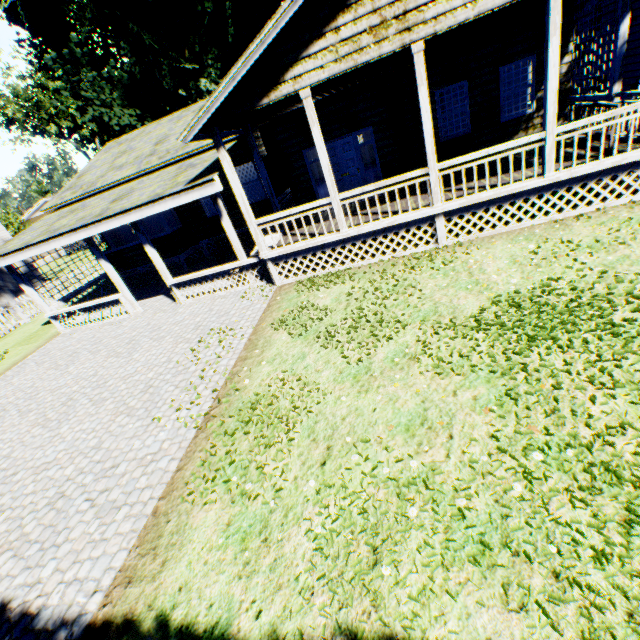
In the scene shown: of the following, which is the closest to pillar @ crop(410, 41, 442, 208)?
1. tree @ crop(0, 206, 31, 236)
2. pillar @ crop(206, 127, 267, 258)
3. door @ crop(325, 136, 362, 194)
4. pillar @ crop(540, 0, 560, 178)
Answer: pillar @ crop(540, 0, 560, 178)

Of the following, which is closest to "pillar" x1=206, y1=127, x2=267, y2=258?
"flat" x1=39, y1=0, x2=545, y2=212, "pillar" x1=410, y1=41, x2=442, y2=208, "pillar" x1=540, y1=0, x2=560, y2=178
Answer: "flat" x1=39, y1=0, x2=545, y2=212

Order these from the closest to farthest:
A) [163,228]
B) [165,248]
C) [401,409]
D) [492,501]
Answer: [492,501], [401,409], [165,248], [163,228]

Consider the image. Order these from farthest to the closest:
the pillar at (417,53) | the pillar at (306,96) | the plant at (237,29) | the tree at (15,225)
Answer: the tree at (15,225), the plant at (237,29), the pillar at (306,96), the pillar at (417,53)

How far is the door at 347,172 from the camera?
11.2 meters

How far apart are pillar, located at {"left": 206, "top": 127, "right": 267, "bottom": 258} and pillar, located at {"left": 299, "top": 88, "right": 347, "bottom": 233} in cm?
223

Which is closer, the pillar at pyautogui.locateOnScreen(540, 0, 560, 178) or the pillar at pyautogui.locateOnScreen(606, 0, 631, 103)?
the pillar at pyautogui.locateOnScreen(540, 0, 560, 178)

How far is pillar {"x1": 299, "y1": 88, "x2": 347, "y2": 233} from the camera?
7.4 meters
